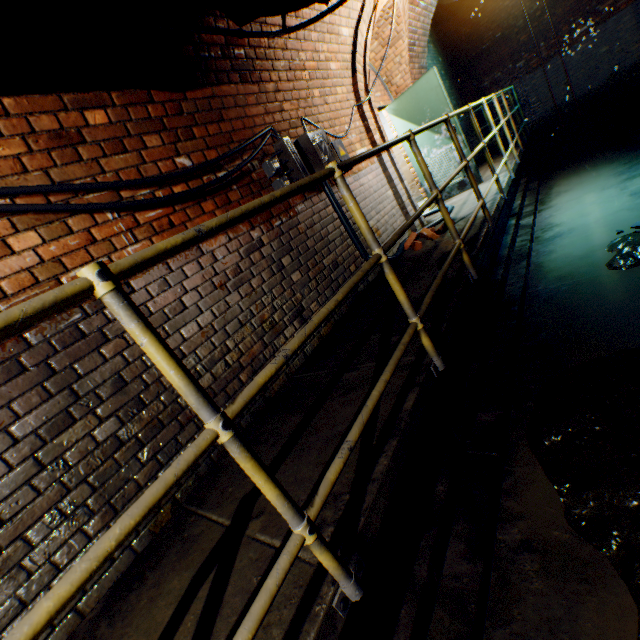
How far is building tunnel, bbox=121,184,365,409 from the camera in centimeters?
231cm

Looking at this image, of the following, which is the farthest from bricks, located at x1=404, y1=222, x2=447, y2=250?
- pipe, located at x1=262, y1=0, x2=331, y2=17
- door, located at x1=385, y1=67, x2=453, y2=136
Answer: pipe, located at x1=262, y1=0, x2=331, y2=17

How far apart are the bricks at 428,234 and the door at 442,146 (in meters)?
2.10

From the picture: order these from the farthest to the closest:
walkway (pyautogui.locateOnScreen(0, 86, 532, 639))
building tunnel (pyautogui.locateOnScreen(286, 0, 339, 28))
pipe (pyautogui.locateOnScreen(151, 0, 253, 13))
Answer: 1. building tunnel (pyautogui.locateOnScreen(286, 0, 339, 28))
2. pipe (pyautogui.locateOnScreen(151, 0, 253, 13))
3. walkway (pyautogui.locateOnScreen(0, 86, 532, 639))

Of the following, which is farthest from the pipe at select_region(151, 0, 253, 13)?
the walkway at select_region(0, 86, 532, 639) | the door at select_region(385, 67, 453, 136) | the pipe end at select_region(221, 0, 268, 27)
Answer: the door at select_region(385, 67, 453, 136)

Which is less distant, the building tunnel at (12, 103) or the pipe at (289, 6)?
the building tunnel at (12, 103)

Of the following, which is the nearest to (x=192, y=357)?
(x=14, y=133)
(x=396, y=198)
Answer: (x=14, y=133)

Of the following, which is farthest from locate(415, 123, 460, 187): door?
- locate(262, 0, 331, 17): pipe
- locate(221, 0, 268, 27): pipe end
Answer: locate(221, 0, 268, 27): pipe end
